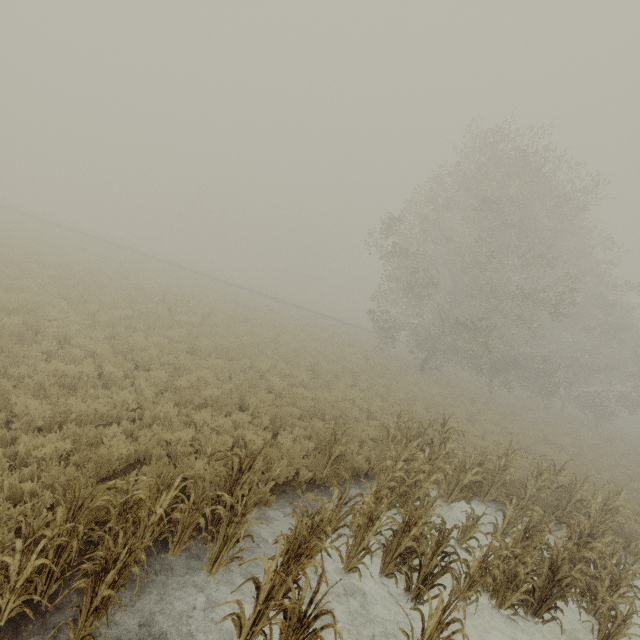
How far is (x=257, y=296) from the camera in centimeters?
3516cm
